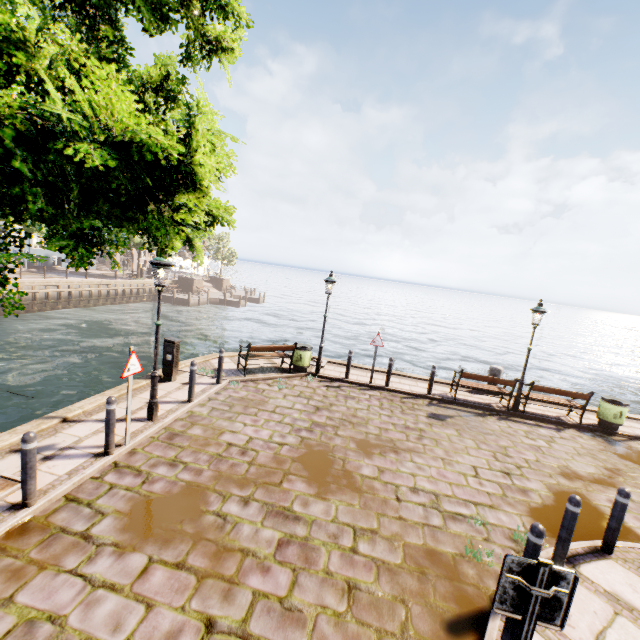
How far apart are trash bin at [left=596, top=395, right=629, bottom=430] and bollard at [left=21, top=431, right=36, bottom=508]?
14.7m

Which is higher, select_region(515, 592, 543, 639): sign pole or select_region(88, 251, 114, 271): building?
select_region(515, 592, 543, 639): sign pole

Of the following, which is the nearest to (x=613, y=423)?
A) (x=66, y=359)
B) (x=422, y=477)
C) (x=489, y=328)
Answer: (x=422, y=477)

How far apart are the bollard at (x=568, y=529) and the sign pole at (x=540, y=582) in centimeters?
303cm

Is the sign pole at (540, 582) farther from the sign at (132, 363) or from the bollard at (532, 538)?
the sign at (132, 363)

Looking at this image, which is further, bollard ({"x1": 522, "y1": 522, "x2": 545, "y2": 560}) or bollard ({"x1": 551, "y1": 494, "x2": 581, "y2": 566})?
bollard ({"x1": 551, "y1": 494, "x2": 581, "y2": 566})

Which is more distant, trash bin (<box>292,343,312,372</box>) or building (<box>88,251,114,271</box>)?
building (<box>88,251,114,271</box>)

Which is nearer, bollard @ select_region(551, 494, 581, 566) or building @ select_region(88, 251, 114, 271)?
bollard @ select_region(551, 494, 581, 566)
